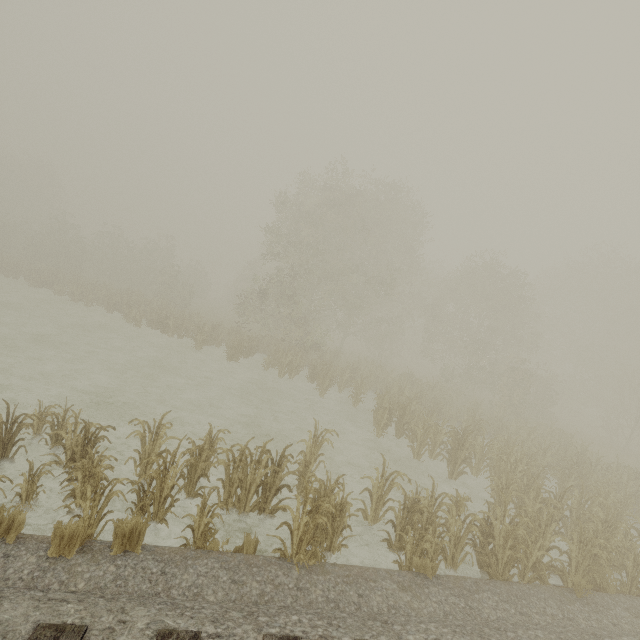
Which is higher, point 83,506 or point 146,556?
point 83,506
